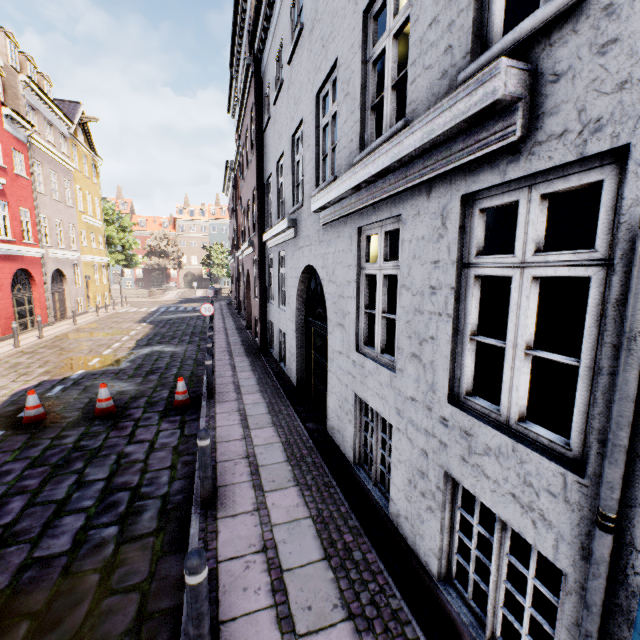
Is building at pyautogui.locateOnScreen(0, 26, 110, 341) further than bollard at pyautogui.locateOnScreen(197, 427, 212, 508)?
Yes

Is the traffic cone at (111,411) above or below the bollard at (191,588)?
below

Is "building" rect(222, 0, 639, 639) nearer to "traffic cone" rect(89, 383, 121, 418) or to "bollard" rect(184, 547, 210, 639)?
"bollard" rect(184, 547, 210, 639)

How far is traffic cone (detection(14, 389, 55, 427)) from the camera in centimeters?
689cm

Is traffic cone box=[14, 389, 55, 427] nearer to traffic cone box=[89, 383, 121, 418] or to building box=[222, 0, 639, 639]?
traffic cone box=[89, 383, 121, 418]

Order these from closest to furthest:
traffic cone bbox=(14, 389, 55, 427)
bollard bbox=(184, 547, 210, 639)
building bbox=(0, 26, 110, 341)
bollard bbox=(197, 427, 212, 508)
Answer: bollard bbox=(184, 547, 210, 639)
bollard bbox=(197, 427, 212, 508)
traffic cone bbox=(14, 389, 55, 427)
building bbox=(0, 26, 110, 341)

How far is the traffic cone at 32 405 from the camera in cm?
689

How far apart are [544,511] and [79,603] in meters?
4.4 m
